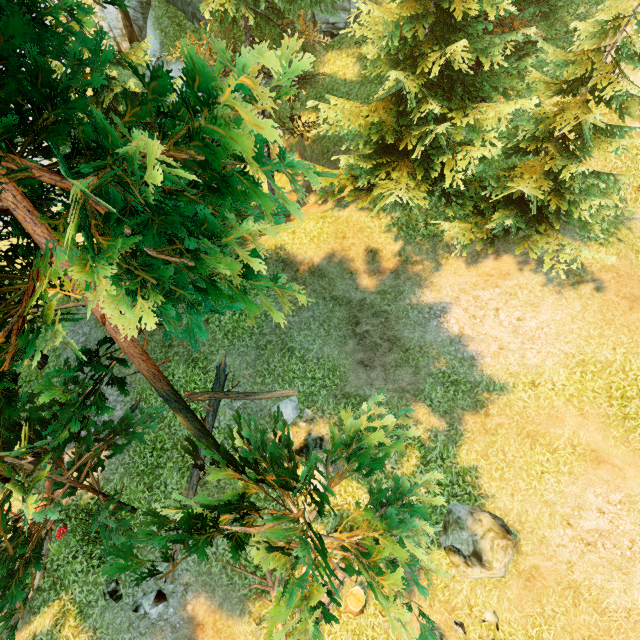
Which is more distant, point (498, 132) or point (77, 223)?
point (498, 132)

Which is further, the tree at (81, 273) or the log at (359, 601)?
the log at (359, 601)

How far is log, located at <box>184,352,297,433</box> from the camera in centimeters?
1104cm

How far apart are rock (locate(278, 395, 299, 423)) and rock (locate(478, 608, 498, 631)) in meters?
7.4

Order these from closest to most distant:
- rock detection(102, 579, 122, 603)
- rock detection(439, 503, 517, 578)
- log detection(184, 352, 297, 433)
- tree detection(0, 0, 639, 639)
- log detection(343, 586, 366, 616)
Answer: tree detection(0, 0, 639, 639), rock detection(439, 503, 517, 578), log detection(343, 586, 366, 616), rock detection(102, 579, 122, 603), log detection(184, 352, 297, 433)

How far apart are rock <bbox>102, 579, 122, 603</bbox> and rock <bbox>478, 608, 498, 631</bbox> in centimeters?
1073cm

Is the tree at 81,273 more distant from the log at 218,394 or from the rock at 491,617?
the rock at 491,617

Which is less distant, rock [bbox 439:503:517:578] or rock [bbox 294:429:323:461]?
rock [bbox 439:503:517:578]
